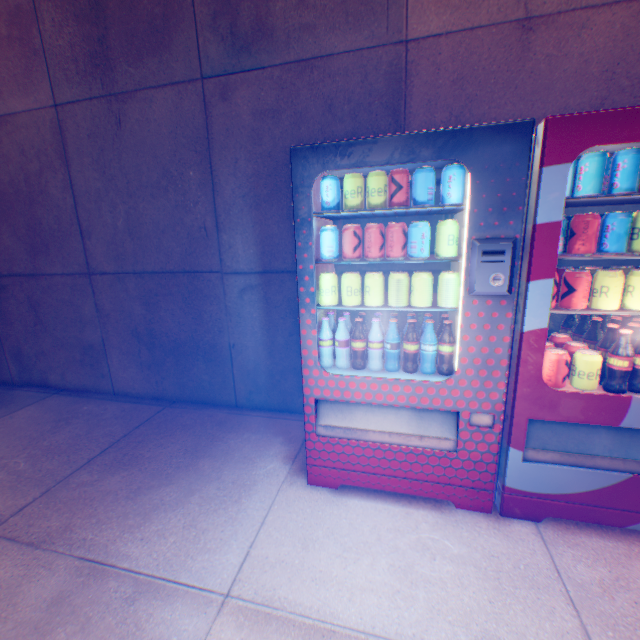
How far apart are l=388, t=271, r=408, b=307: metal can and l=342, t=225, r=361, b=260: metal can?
0.1m

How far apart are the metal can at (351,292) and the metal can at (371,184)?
0.4m

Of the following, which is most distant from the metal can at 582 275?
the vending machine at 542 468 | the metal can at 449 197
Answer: the metal can at 449 197

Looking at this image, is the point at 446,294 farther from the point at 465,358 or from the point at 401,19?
the point at 401,19

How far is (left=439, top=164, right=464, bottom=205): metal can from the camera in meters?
A: 1.6

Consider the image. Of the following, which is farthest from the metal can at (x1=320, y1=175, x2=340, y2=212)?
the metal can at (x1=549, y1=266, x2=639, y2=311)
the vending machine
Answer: the metal can at (x1=549, y1=266, x2=639, y2=311)

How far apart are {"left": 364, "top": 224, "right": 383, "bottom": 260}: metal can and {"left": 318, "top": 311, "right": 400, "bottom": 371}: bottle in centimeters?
36cm

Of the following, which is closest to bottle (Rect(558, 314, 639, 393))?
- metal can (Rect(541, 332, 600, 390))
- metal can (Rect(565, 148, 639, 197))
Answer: metal can (Rect(541, 332, 600, 390))
